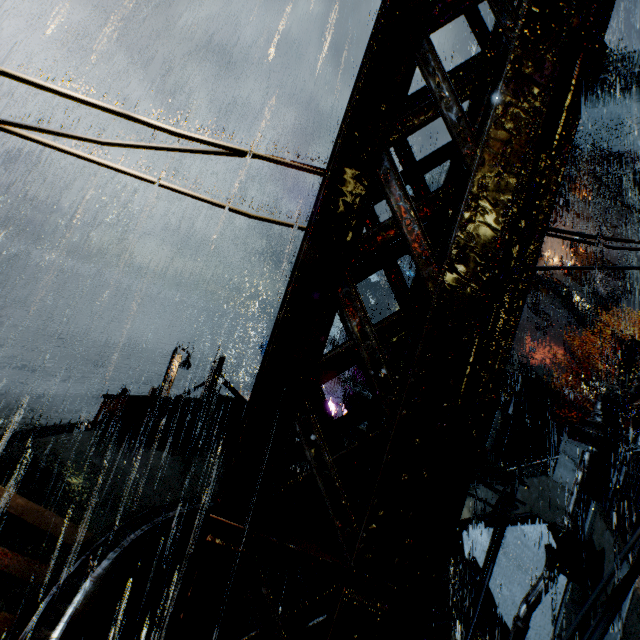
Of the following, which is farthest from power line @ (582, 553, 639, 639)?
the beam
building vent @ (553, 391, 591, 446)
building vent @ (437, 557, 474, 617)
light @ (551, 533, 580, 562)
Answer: building vent @ (553, 391, 591, 446)

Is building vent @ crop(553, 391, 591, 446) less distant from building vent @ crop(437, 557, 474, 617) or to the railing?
building vent @ crop(437, 557, 474, 617)

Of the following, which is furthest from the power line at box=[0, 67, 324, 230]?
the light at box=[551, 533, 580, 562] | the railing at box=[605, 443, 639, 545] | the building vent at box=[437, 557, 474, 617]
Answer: the building vent at box=[437, 557, 474, 617]

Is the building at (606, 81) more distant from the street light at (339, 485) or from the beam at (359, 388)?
the street light at (339, 485)

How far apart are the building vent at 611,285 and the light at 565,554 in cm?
4214

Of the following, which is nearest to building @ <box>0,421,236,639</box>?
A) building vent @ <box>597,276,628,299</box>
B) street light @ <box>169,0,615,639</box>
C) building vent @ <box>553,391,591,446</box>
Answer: building vent @ <box>597,276,628,299</box>

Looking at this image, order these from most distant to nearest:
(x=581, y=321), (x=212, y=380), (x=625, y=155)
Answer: (x=581, y=321) → (x=625, y=155) → (x=212, y=380)

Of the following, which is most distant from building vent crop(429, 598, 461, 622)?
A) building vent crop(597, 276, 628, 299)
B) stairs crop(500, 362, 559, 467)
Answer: building vent crop(597, 276, 628, 299)
